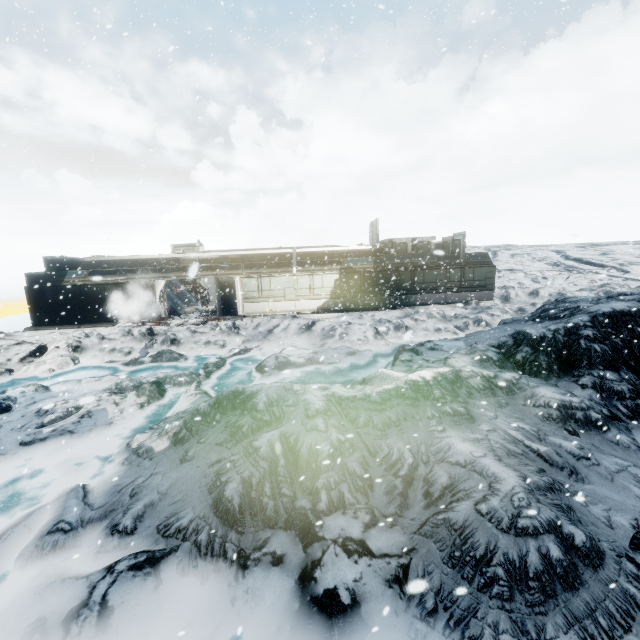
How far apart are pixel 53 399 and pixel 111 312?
11.6 meters
